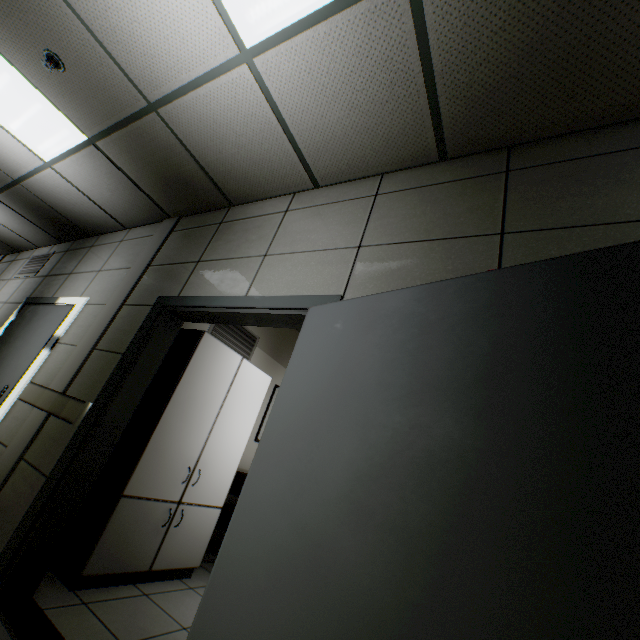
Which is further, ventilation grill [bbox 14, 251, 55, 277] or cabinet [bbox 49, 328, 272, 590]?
ventilation grill [bbox 14, 251, 55, 277]

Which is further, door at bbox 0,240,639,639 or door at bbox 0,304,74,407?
door at bbox 0,304,74,407

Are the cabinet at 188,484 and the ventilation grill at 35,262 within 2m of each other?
no

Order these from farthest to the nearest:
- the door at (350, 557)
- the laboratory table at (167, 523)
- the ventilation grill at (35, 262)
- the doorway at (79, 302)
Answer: the ventilation grill at (35, 262), the doorway at (79, 302), the laboratory table at (167, 523), the door at (350, 557)

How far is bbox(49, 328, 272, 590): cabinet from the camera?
2.5 meters

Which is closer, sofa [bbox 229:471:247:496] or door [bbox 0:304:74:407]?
door [bbox 0:304:74:407]

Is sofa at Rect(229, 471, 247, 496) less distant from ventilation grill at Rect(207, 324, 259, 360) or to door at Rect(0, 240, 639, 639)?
ventilation grill at Rect(207, 324, 259, 360)

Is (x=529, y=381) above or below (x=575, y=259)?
below
